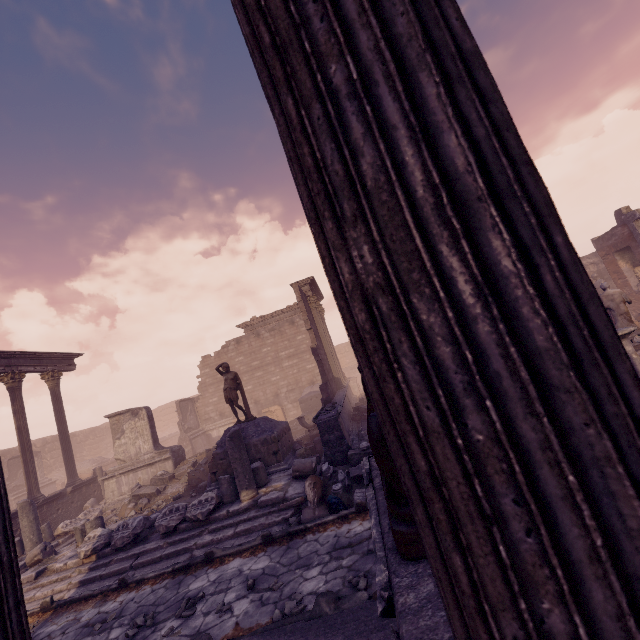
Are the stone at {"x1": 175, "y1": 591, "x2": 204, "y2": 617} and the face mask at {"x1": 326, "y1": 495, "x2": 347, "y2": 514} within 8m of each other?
yes

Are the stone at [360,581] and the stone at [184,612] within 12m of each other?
yes

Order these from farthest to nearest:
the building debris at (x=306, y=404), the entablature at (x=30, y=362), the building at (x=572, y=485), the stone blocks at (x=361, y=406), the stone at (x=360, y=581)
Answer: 1. the building debris at (x=306, y=404)
2. the entablature at (x=30, y=362)
3. the stone blocks at (x=361, y=406)
4. the stone at (x=360, y=581)
5. the building at (x=572, y=485)

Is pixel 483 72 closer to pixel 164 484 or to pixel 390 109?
pixel 390 109

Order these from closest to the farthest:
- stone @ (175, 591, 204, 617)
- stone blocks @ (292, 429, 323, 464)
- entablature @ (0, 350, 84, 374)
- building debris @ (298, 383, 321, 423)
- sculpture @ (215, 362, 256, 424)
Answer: stone @ (175, 591, 204, 617) → stone blocks @ (292, 429, 323, 464) → sculpture @ (215, 362, 256, 424) → entablature @ (0, 350, 84, 374) → building debris @ (298, 383, 321, 423)

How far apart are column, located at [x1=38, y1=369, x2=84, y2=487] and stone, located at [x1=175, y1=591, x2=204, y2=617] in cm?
1352

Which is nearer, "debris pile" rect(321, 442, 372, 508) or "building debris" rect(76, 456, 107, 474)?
"debris pile" rect(321, 442, 372, 508)

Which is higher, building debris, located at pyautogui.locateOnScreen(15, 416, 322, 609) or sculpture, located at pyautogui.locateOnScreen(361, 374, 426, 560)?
sculpture, located at pyautogui.locateOnScreen(361, 374, 426, 560)
